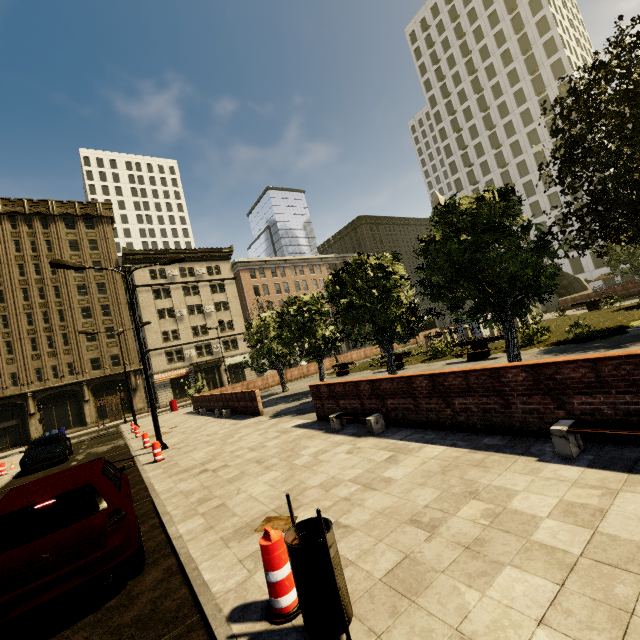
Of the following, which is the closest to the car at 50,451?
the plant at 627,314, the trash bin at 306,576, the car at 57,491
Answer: the car at 57,491

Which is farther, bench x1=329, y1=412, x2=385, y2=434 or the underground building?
the underground building

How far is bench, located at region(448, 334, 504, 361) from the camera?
14.7 meters

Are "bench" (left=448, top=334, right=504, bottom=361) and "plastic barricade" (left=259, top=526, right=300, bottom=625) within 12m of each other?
no

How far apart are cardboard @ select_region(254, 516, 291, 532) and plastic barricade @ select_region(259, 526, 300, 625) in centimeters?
111cm

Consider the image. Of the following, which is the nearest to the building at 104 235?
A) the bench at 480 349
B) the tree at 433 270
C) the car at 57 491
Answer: the tree at 433 270

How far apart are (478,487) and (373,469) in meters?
1.9

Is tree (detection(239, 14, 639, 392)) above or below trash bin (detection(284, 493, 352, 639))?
above
